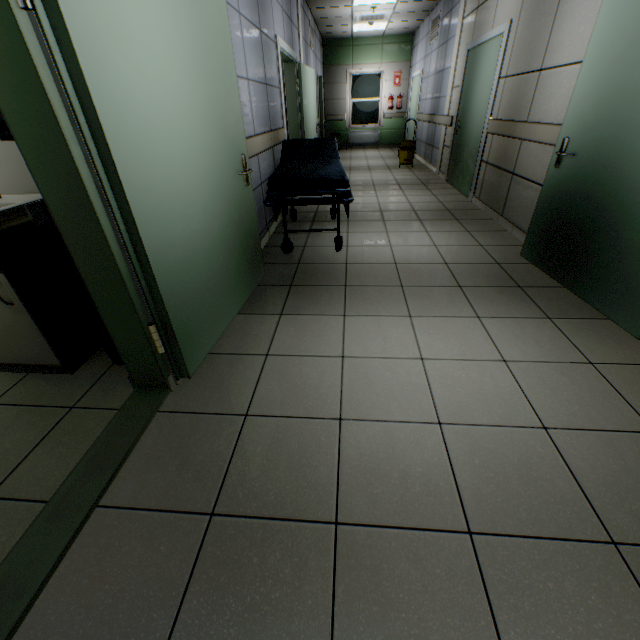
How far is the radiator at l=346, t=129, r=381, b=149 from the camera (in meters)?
12.01

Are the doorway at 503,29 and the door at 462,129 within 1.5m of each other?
yes

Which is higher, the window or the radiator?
the window

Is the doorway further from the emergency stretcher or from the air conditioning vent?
the air conditioning vent

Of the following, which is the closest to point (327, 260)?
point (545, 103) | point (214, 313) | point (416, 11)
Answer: point (214, 313)

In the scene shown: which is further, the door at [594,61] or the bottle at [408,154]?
the bottle at [408,154]

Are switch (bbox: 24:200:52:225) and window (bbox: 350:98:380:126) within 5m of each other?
no

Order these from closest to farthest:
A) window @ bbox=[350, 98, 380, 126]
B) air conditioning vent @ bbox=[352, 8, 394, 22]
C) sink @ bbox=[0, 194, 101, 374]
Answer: sink @ bbox=[0, 194, 101, 374], air conditioning vent @ bbox=[352, 8, 394, 22], window @ bbox=[350, 98, 380, 126]
